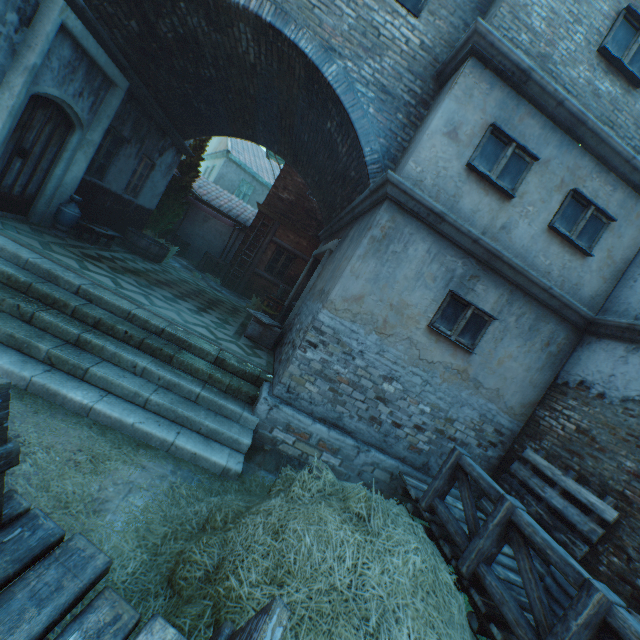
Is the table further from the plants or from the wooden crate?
the plants

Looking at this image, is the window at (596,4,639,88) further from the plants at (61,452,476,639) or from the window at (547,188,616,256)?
the plants at (61,452,476,639)

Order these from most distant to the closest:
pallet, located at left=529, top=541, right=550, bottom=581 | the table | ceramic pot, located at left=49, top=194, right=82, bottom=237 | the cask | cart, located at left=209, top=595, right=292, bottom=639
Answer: the cask, the table, ceramic pot, located at left=49, top=194, right=82, bottom=237, pallet, located at left=529, top=541, right=550, bottom=581, cart, located at left=209, top=595, right=292, bottom=639

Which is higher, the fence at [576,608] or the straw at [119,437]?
the fence at [576,608]

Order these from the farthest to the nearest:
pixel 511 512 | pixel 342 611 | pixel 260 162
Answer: pixel 260 162
pixel 511 512
pixel 342 611

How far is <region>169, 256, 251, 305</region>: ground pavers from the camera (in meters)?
12.36

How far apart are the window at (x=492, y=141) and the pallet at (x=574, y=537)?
4.3 meters

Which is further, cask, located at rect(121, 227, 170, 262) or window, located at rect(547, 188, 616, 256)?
cask, located at rect(121, 227, 170, 262)
